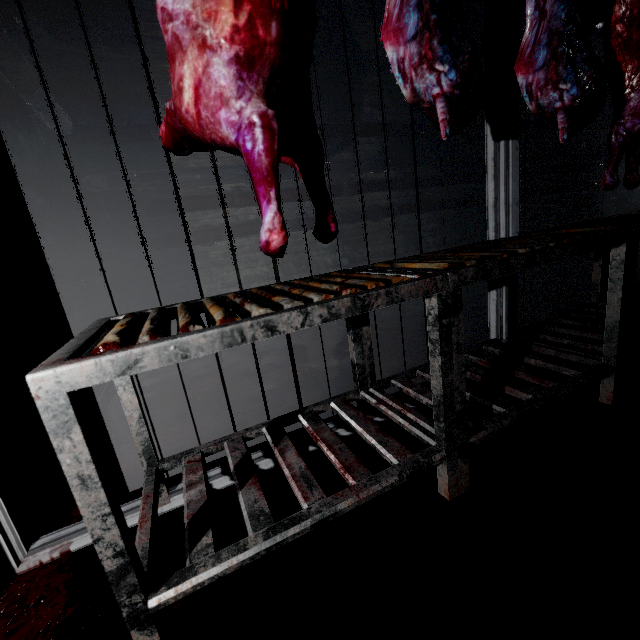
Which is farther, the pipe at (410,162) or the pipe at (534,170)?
the pipe at (534,170)

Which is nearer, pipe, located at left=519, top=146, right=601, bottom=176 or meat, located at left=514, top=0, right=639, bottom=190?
meat, located at left=514, top=0, right=639, bottom=190

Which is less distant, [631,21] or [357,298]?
[357,298]

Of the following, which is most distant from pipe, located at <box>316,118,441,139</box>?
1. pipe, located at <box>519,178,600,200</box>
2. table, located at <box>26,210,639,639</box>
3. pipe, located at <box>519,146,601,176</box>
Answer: table, located at <box>26,210,639,639</box>

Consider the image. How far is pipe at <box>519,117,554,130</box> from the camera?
5.77m

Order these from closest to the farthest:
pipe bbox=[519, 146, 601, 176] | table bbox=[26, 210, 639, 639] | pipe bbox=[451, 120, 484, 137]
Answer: table bbox=[26, 210, 639, 639], pipe bbox=[451, 120, 484, 137], pipe bbox=[519, 146, 601, 176]

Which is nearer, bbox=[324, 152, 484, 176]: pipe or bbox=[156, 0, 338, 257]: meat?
bbox=[156, 0, 338, 257]: meat

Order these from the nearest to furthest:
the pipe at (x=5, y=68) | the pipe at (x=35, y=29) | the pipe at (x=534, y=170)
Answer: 1. the pipe at (x=5, y=68)
2. the pipe at (x=35, y=29)
3. the pipe at (x=534, y=170)
